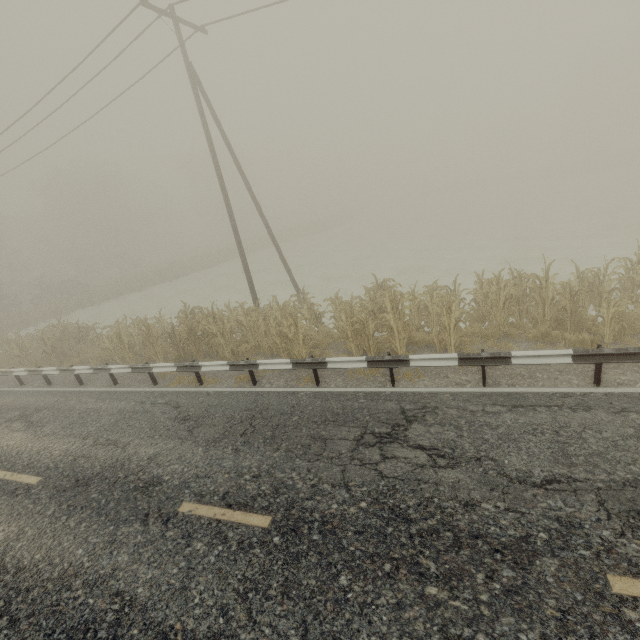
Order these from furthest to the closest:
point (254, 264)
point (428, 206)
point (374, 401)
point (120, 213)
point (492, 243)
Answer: point (428, 206) < point (120, 213) < point (254, 264) < point (492, 243) < point (374, 401)
